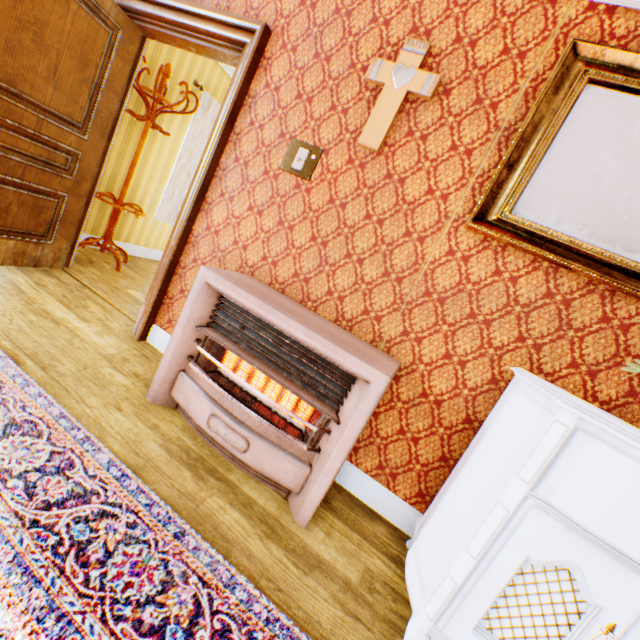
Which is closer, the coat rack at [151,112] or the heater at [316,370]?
the heater at [316,370]

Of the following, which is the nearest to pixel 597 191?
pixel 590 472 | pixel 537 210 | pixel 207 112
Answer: pixel 537 210

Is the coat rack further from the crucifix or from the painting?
the painting

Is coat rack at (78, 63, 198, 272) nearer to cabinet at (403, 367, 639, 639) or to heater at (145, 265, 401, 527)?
heater at (145, 265, 401, 527)

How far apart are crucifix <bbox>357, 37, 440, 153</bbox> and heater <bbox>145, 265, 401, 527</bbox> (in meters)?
1.06

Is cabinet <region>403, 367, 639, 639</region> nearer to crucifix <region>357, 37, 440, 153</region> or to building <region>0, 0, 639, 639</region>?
building <region>0, 0, 639, 639</region>

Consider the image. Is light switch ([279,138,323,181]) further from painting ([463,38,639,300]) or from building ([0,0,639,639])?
painting ([463,38,639,300])

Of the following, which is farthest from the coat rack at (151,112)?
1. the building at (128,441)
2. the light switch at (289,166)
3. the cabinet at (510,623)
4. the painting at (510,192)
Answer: the cabinet at (510,623)
